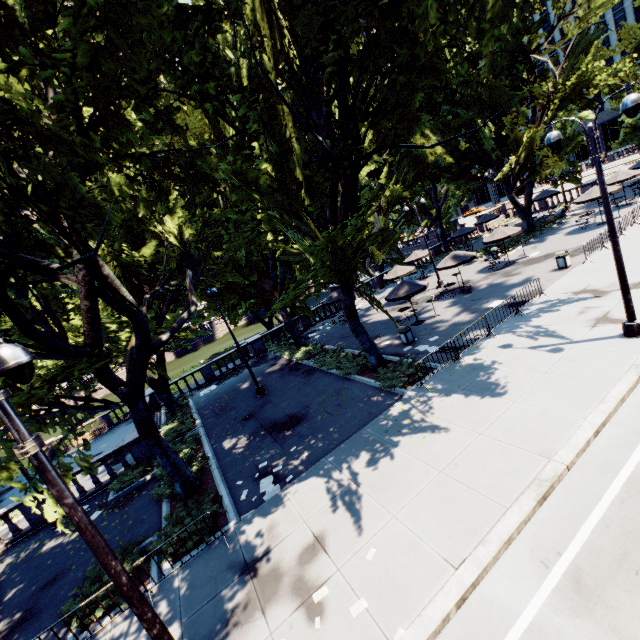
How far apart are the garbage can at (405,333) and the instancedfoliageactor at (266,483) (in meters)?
10.11

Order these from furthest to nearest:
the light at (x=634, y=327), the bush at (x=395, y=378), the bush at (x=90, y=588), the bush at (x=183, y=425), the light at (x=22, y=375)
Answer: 1. the bush at (x=183, y=425)
2. the bush at (x=395, y=378)
3. the bush at (x=90, y=588)
4. the light at (x=634, y=327)
5. the light at (x=22, y=375)

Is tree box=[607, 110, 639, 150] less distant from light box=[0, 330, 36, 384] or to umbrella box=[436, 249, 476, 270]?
light box=[0, 330, 36, 384]

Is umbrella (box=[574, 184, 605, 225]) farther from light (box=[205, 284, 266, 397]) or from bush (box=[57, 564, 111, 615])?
bush (box=[57, 564, 111, 615])

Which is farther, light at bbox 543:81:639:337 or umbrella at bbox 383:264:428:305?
umbrella at bbox 383:264:428:305

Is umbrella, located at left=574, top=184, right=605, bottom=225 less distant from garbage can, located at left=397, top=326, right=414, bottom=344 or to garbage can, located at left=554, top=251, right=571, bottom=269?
garbage can, located at left=554, top=251, right=571, bottom=269

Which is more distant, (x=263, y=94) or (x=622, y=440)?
(x=263, y=94)

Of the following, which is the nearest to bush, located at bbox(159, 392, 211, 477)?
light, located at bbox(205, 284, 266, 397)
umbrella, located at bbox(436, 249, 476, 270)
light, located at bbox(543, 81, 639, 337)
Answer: light, located at bbox(205, 284, 266, 397)
